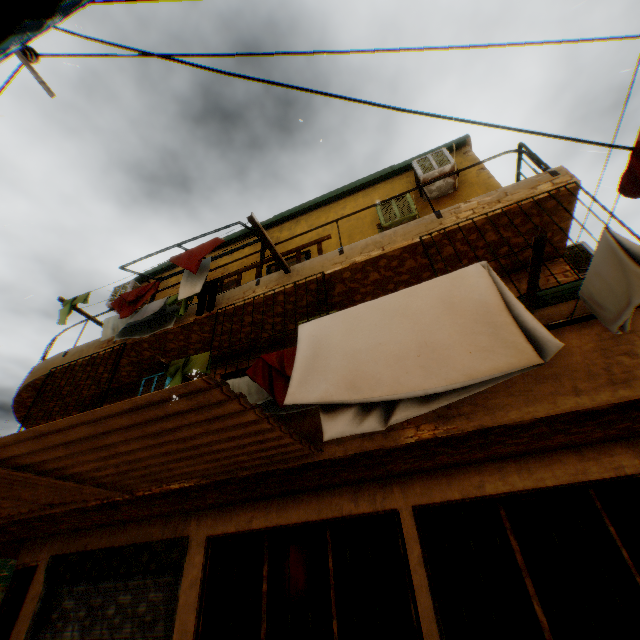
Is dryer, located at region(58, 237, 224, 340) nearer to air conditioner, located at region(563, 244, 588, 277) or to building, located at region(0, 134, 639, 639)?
building, located at region(0, 134, 639, 639)

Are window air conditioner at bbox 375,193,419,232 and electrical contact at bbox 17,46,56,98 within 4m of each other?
no

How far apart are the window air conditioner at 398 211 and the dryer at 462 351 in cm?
344

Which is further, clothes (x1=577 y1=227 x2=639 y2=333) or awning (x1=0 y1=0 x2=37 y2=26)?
clothes (x1=577 y1=227 x2=639 y2=333)

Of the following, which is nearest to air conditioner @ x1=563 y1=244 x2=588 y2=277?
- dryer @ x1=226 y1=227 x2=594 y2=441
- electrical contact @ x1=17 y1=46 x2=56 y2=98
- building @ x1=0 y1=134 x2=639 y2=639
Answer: building @ x1=0 y1=134 x2=639 y2=639

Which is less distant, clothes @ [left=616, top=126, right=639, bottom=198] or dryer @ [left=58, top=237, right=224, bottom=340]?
clothes @ [left=616, top=126, right=639, bottom=198]

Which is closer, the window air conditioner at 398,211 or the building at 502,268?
the building at 502,268

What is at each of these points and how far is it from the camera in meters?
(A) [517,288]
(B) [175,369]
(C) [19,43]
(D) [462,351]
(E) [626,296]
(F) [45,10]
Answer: (A) building, 5.6 m
(B) dryer, 3.6 m
(C) awning, 1.3 m
(D) dryer, 2.4 m
(E) clothes, 2.3 m
(F) awning frame, 1.4 m
